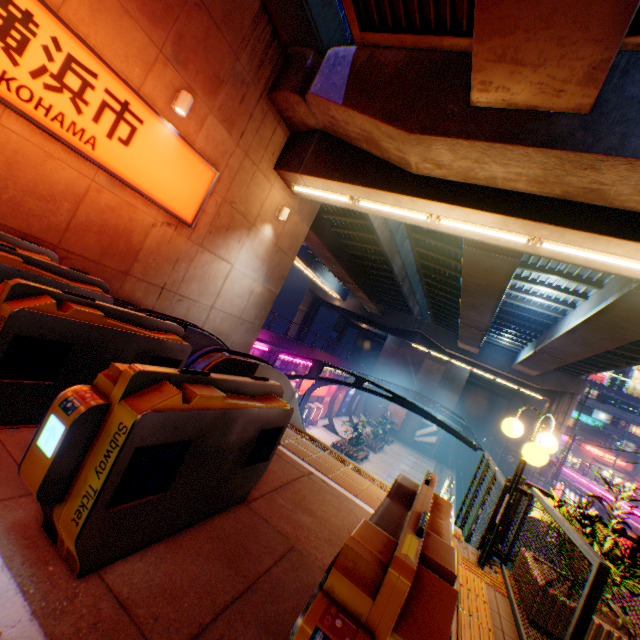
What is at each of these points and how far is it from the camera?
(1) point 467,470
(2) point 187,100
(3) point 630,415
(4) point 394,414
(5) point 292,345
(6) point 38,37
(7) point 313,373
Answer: (1) railway, 53.2 meters
(2) street lamp, 6.9 meters
(3) building, 53.2 meters
(4) billboard, 45.2 meters
(5) concrete block, 24.6 meters
(6) sign, 5.0 meters
(7) canopy, 19.8 meters

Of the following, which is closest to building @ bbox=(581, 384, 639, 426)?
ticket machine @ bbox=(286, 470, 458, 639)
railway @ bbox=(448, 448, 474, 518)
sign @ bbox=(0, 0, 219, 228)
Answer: railway @ bbox=(448, 448, 474, 518)

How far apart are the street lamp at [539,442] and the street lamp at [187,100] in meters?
8.6 m

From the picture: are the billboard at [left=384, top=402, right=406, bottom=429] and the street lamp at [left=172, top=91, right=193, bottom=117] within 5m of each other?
no

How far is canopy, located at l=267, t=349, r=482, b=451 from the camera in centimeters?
1686cm

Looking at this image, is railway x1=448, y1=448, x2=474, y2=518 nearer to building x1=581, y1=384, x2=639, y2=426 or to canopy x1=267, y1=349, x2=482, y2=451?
building x1=581, y1=384, x2=639, y2=426

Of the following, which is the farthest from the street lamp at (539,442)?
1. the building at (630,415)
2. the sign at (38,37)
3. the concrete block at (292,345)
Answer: the building at (630,415)

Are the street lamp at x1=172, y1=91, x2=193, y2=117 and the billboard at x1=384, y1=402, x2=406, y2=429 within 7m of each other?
no
